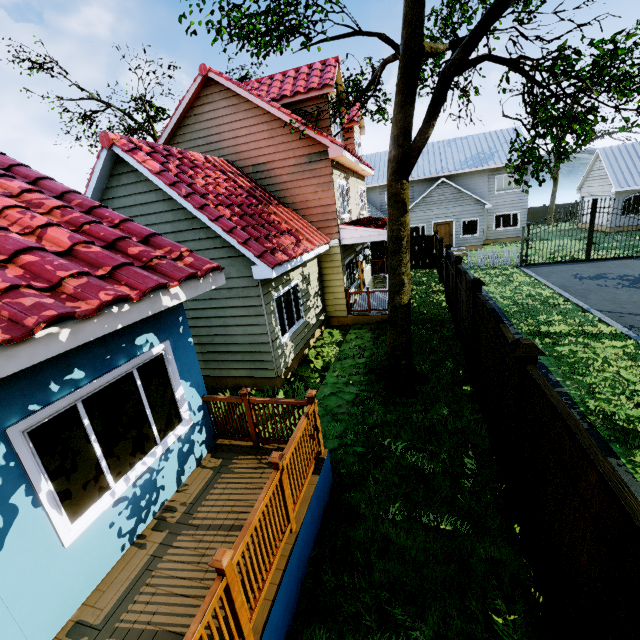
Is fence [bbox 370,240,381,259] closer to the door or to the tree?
the tree

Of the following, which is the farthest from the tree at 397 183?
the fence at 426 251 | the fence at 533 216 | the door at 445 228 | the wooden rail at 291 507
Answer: the fence at 533 216

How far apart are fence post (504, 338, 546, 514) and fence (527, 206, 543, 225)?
42.55m

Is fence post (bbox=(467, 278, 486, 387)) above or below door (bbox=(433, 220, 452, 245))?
above

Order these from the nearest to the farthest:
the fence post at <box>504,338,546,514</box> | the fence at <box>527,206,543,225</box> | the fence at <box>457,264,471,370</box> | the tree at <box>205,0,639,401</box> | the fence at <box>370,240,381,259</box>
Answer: the fence post at <box>504,338,546,514</box> → the tree at <box>205,0,639,401</box> → the fence at <box>457,264,471,370</box> → the fence at <box>370,240,381,259</box> → the fence at <box>527,206,543,225</box>

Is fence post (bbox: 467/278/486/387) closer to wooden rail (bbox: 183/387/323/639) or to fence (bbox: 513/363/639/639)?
fence (bbox: 513/363/639/639)

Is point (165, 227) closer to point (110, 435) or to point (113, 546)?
point (110, 435)

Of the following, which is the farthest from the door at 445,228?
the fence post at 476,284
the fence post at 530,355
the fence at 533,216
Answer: the fence post at 530,355
